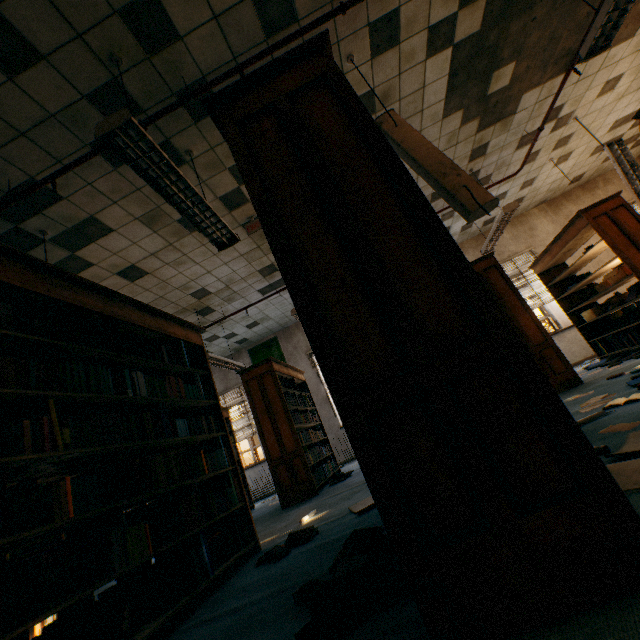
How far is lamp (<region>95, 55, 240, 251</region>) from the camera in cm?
208

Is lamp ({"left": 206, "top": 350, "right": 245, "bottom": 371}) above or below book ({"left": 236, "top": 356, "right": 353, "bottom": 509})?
above

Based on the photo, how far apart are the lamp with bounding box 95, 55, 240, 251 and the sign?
1.4 meters

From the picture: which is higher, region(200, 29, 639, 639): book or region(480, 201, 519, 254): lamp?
region(480, 201, 519, 254): lamp

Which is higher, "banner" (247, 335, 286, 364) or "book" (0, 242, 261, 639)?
"banner" (247, 335, 286, 364)

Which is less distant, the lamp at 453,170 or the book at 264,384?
the lamp at 453,170

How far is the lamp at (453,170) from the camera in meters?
2.5

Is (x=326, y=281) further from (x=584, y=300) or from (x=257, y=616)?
(x=584, y=300)
